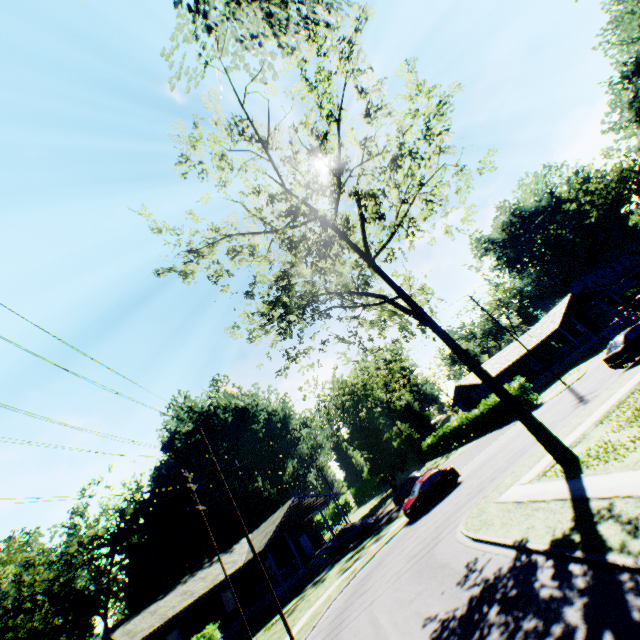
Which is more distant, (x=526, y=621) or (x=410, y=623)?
(x=410, y=623)

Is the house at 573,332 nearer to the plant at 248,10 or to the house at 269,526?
the house at 269,526

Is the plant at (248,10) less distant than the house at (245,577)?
Yes

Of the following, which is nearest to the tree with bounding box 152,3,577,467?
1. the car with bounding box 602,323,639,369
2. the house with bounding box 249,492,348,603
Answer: the car with bounding box 602,323,639,369

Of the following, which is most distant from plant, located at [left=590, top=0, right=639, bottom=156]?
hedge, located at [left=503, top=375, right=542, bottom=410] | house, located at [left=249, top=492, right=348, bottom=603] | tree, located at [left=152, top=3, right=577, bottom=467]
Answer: house, located at [left=249, top=492, right=348, bottom=603]

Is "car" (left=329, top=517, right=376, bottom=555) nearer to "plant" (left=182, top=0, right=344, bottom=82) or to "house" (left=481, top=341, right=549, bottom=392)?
"house" (left=481, top=341, right=549, bottom=392)

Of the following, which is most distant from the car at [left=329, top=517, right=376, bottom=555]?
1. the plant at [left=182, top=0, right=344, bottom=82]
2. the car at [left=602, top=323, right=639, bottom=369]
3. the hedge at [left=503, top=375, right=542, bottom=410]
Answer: the plant at [left=182, top=0, right=344, bottom=82]

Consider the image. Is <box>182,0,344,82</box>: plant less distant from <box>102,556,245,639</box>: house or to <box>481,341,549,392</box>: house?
<box>481,341,549,392</box>: house
